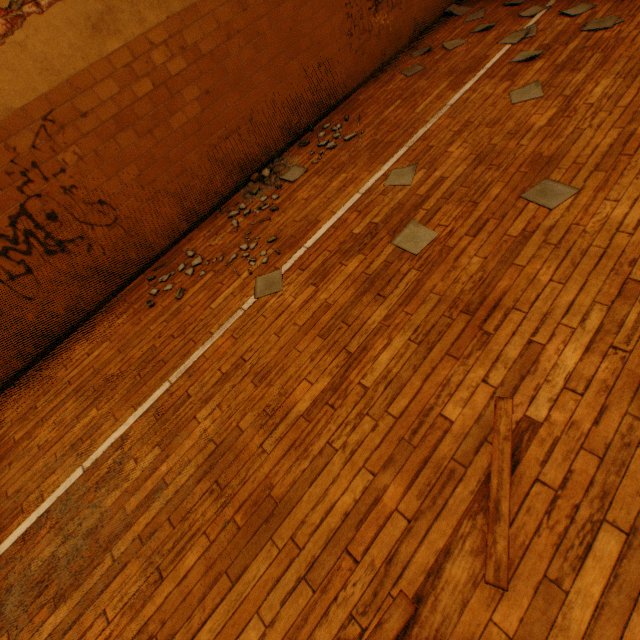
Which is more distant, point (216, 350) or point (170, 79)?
point (170, 79)

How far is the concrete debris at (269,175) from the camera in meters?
4.7

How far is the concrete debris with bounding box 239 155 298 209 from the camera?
4.68m
